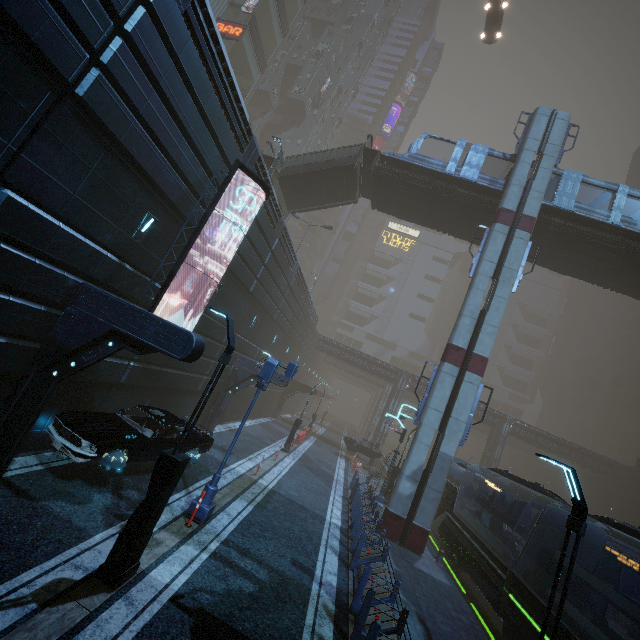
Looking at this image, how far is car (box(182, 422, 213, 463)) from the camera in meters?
11.1

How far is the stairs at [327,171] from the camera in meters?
22.9 m

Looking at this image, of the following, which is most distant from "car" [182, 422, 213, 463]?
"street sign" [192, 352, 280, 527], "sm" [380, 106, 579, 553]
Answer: "sm" [380, 106, 579, 553]

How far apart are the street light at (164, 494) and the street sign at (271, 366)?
2.79m

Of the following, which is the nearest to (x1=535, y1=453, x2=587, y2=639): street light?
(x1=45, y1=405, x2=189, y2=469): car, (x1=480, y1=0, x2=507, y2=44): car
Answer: (x1=45, y1=405, x2=189, y2=469): car

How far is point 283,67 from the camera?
49.6 meters

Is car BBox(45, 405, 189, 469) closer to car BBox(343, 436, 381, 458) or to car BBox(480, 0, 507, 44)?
car BBox(343, 436, 381, 458)

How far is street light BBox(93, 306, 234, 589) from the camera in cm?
614
